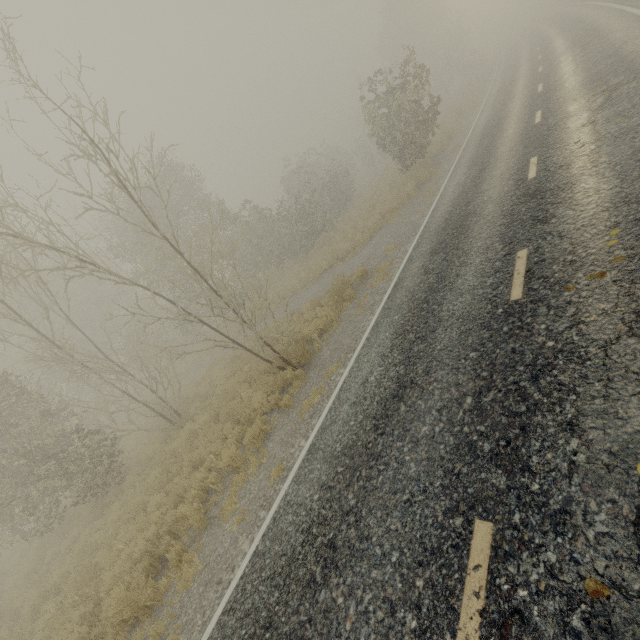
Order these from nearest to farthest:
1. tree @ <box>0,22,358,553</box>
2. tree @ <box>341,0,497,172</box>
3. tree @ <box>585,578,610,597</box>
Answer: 1. tree @ <box>585,578,610,597</box>
2. tree @ <box>0,22,358,553</box>
3. tree @ <box>341,0,497,172</box>

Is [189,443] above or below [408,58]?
below

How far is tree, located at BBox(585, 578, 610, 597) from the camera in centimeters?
229cm

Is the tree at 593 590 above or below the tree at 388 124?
below

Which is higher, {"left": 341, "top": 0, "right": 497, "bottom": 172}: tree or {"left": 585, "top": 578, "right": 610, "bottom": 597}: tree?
{"left": 341, "top": 0, "right": 497, "bottom": 172}: tree

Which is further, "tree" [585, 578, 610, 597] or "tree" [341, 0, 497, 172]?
"tree" [341, 0, 497, 172]

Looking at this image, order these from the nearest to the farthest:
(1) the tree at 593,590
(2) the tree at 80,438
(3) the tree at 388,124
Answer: (1) the tree at 593,590 → (2) the tree at 80,438 → (3) the tree at 388,124
